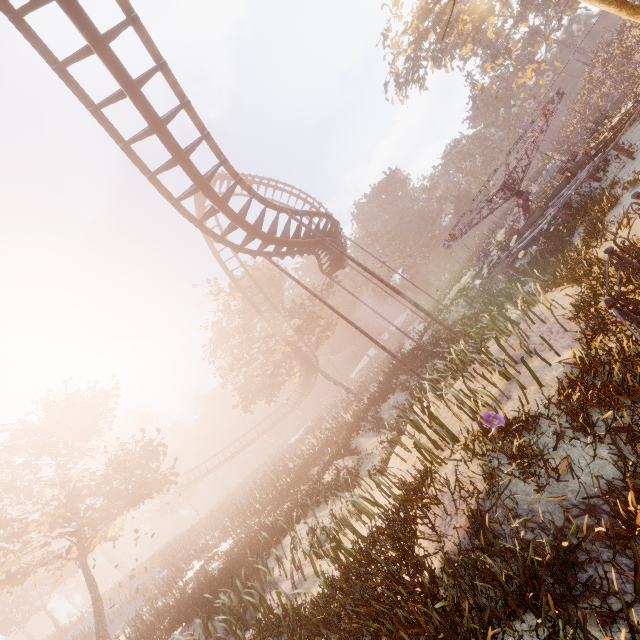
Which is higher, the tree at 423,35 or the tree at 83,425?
the tree at 423,35

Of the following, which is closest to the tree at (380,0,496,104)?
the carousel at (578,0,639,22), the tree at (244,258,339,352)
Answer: the tree at (244,258,339,352)

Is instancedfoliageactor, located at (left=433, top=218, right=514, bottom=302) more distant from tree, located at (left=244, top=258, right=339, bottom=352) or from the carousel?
the carousel

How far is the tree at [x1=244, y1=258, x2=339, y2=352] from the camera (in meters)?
31.14

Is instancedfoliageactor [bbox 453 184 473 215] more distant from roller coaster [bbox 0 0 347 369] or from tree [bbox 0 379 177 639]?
roller coaster [bbox 0 0 347 369]

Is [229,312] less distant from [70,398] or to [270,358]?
[270,358]

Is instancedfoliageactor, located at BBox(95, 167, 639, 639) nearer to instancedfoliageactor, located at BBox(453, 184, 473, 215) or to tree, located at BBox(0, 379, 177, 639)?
tree, located at BBox(0, 379, 177, 639)

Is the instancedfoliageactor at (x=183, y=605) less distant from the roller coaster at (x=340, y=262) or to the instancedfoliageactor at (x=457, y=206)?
the roller coaster at (x=340, y=262)
